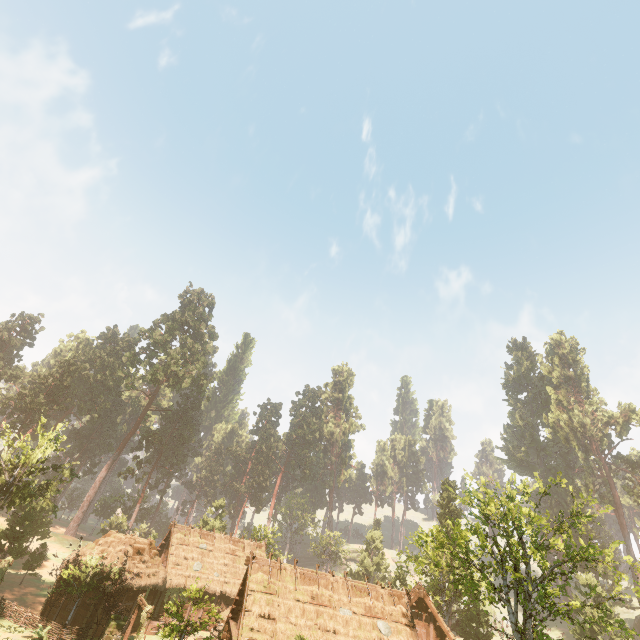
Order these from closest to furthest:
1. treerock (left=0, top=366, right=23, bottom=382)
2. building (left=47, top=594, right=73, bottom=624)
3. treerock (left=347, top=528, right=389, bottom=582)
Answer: building (left=47, top=594, right=73, bottom=624)
treerock (left=347, top=528, right=389, bottom=582)
treerock (left=0, top=366, right=23, bottom=382)

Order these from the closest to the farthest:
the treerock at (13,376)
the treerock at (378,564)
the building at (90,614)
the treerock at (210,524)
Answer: the building at (90,614) → the treerock at (210,524) → the treerock at (378,564) → the treerock at (13,376)

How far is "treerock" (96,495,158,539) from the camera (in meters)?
50.96

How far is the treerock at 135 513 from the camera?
51.0 meters

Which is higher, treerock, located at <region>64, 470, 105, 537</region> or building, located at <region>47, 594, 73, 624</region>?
treerock, located at <region>64, 470, 105, 537</region>

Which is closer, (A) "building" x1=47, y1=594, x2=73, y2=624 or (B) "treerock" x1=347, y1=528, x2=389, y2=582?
(A) "building" x1=47, y1=594, x2=73, y2=624

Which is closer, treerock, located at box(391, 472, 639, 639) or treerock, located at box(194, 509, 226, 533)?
treerock, located at box(391, 472, 639, 639)

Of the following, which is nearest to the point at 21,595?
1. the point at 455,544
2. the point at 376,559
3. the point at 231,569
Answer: the point at 231,569
